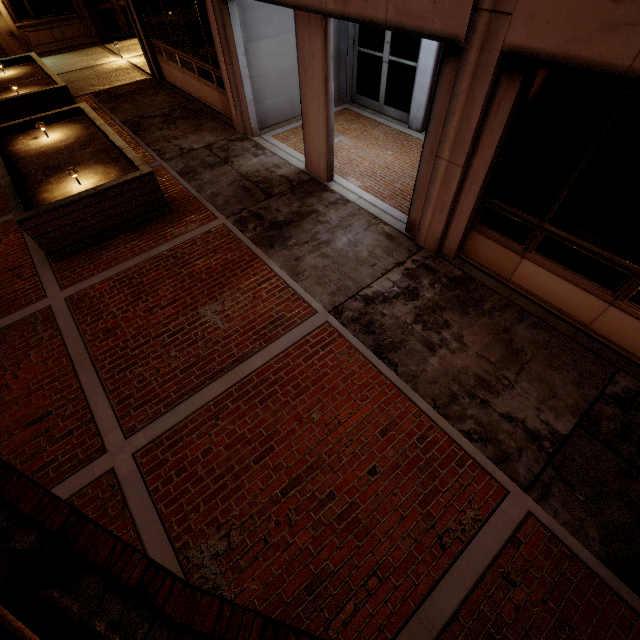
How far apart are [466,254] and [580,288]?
1.8m

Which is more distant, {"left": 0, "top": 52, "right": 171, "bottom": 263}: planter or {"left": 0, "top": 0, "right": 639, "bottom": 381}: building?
{"left": 0, "top": 52, "right": 171, "bottom": 263}: planter

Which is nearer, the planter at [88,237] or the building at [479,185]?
the building at [479,185]
